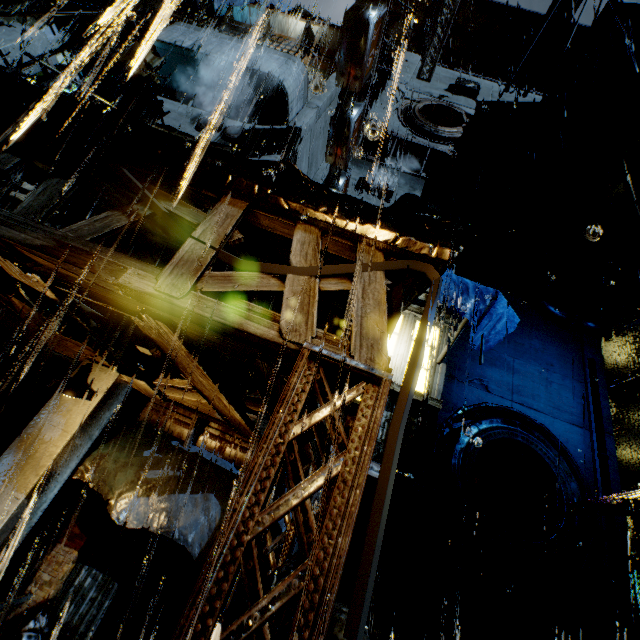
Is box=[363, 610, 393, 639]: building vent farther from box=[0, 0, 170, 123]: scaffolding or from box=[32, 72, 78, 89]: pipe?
box=[32, 72, 78, 89]: pipe

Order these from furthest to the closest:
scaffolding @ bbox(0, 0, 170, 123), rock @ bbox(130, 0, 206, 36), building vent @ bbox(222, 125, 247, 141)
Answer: rock @ bbox(130, 0, 206, 36) → building vent @ bbox(222, 125, 247, 141) → scaffolding @ bbox(0, 0, 170, 123)

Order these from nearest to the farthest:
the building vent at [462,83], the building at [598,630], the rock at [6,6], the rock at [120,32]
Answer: the building at [598,630], the building vent at [462,83], the rock at [6,6], the rock at [120,32]

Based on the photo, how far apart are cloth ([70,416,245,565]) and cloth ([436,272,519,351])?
6.76m

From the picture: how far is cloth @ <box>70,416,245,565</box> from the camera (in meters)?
7.21

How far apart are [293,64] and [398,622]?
18.94m

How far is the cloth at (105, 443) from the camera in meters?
7.2 m

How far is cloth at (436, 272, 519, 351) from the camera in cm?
895
